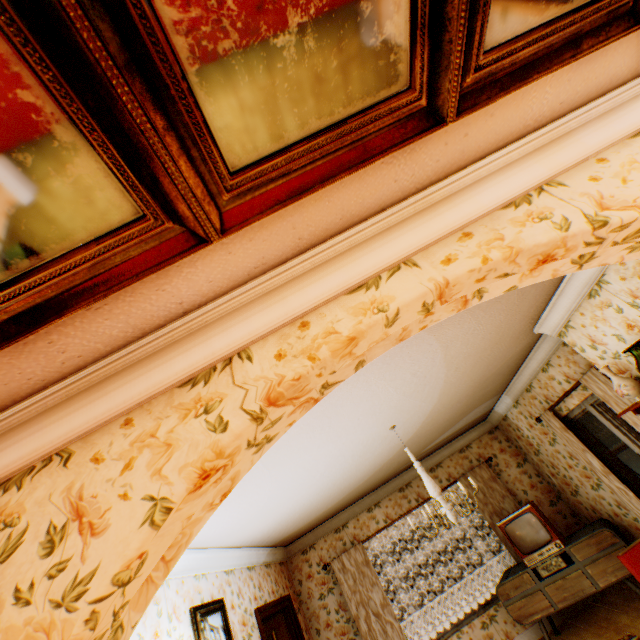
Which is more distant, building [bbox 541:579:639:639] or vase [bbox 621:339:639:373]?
building [bbox 541:579:639:639]

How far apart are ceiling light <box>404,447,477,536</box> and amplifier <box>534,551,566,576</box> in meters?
2.7

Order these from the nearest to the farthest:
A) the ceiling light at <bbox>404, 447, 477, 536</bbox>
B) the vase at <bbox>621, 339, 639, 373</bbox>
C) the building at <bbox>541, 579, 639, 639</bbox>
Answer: the vase at <bbox>621, 339, 639, 373</bbox>, the ceiling light at <bbox>404, 447, 477, 536</bbox>, the building at <bbox>541, 579, 639, 639</bbox>

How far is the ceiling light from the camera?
3.33m

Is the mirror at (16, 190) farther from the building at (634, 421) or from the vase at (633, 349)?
the vase at (633, 349)

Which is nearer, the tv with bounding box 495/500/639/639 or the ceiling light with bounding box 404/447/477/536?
the ceiling light with bounding box 404/447/477/536

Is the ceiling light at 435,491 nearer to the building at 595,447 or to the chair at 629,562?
the building at 595,447

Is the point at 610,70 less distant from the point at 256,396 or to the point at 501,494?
the point at 256,396
